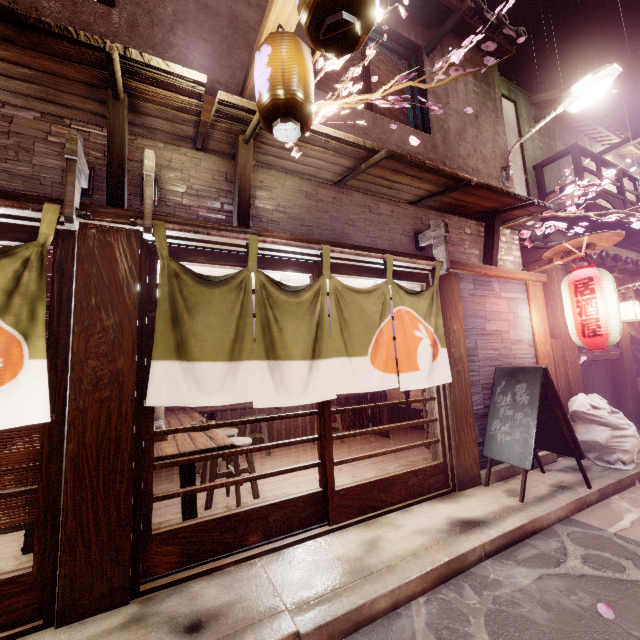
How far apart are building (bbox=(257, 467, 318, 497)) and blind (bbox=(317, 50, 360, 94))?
9.83m

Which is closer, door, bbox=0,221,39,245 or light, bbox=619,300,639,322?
door, bbox=0,221,39,245

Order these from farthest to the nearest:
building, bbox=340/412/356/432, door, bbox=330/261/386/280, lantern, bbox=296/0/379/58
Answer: building, bbox=340/412/356/432 → door, bbox=330/261/386/280 → lantern, bbox=296/0/379/58

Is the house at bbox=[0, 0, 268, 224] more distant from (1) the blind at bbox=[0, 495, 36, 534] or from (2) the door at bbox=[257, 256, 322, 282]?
(1) the blind at bbox=[0, 495, 36, 534]

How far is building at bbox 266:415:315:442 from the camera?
13.1 meters

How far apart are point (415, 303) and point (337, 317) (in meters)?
2.06

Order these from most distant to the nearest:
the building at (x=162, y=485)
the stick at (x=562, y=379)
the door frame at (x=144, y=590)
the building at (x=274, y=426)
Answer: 1. the building at (x=274, y=426)
2. the stick at (x=562, y=379)
3. the building at (x=162, y=485)
4. the door frame at (x=144, y=590)

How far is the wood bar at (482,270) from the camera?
8.2 meters
